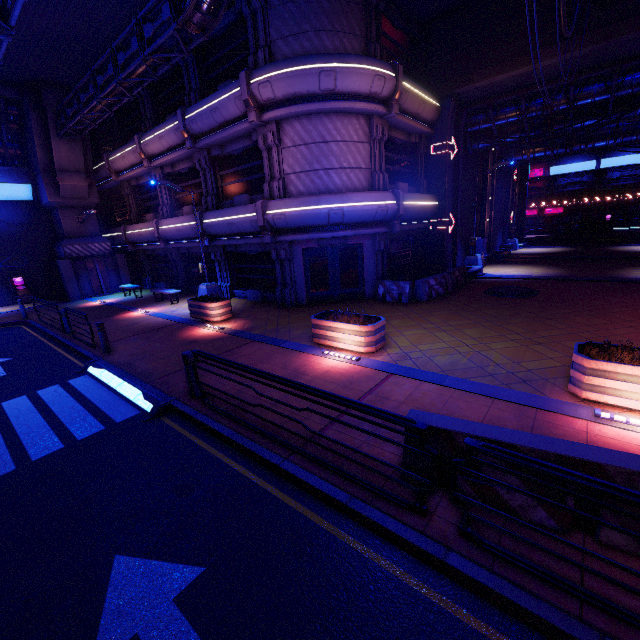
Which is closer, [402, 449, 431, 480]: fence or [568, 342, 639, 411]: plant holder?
[402, 449, 431, 480]: fence

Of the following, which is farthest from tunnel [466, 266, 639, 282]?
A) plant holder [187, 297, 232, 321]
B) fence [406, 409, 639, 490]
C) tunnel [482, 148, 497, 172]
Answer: fence [406, 409, 639, 490]

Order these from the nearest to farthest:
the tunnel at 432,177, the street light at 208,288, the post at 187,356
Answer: the post at 187,356 → the street light at 208,288 → the tunnel at 432,177

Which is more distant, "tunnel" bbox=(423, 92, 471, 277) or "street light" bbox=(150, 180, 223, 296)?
"tunnel" bbox=(423, 92, 471, 277)

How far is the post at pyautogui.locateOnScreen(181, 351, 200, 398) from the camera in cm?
686

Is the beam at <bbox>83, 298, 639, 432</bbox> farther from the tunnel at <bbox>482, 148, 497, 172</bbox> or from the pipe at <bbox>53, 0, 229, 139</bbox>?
the tunnel at <bbox>482, 148, 497, 172</bbox>

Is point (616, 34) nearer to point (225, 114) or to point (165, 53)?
point (225, 114)

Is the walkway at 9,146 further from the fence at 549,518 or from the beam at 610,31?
the fence at 549,518
